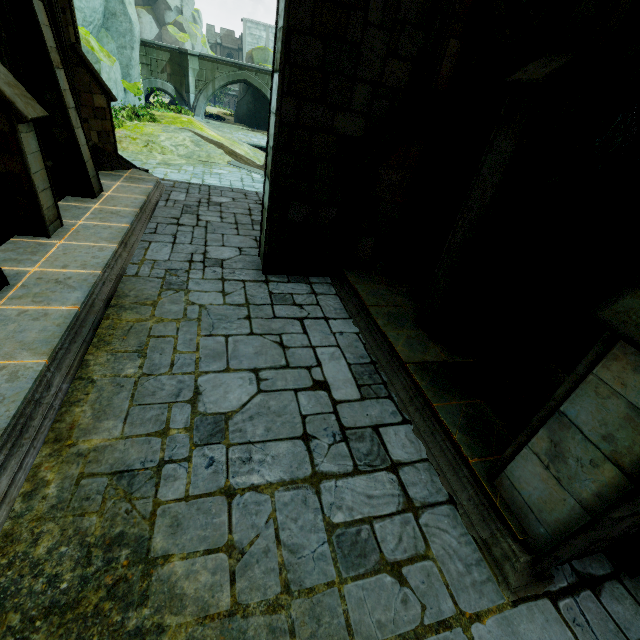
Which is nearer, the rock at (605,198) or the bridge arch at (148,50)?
the rock at (605,198)

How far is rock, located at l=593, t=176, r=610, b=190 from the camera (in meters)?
5.71

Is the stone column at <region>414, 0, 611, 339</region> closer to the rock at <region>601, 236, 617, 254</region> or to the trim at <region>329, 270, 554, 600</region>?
the trim at <region>329, 270, 554, 600</region>

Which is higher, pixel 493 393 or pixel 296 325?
pixel 493 393

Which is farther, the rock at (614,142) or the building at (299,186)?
the rock at (614,142)

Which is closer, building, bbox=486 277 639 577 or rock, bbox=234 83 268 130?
building, bbox=486 277 639 577

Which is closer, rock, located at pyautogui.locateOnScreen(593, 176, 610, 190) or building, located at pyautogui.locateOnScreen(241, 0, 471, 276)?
building, located at pyautogui.locateOnScreen(241, 0, 471, 276)

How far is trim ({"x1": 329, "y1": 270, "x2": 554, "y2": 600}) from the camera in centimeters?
297cm
